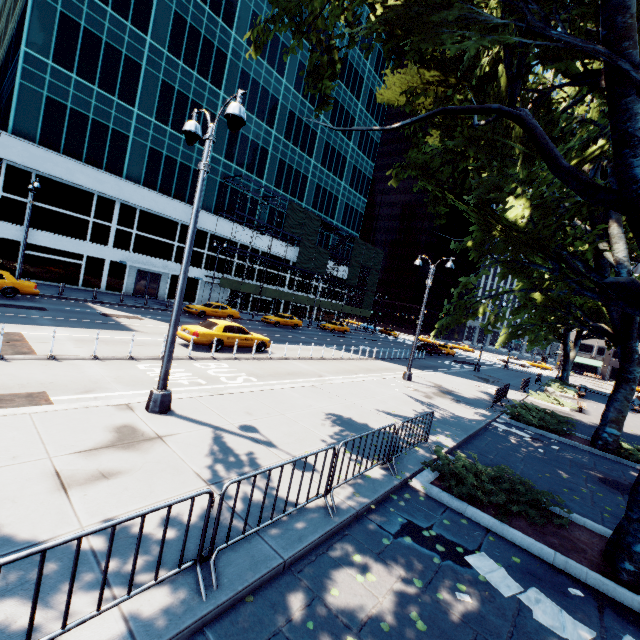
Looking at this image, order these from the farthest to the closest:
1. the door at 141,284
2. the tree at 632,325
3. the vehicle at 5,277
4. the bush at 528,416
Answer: the door at 141,284 < the vehicle at 5,277 < the bush at 528,416 < the tree at 632,325

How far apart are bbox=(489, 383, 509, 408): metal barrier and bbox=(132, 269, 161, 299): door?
33.35m

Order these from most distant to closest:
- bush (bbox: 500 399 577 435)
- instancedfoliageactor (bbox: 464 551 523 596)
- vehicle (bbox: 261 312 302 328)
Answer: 1. vehicle (bbox: 261 312 302 328)
2. bush (bbox: 500 399 577 435)
3. instancedfoliageactor (bbox: 464 551 523 596)

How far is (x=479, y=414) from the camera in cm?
1434

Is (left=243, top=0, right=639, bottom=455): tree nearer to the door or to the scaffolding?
the scaffolding

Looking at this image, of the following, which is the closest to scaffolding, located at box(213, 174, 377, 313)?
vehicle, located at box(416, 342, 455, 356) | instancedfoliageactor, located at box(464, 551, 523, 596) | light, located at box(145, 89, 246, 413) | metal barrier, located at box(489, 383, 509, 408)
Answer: vehicle, located at box(416, 342, 455, 356)

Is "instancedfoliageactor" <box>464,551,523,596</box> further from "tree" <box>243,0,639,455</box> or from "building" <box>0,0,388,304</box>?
"building" <box>0,0,388,304</box>

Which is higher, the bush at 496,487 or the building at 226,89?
the building at 226,89
